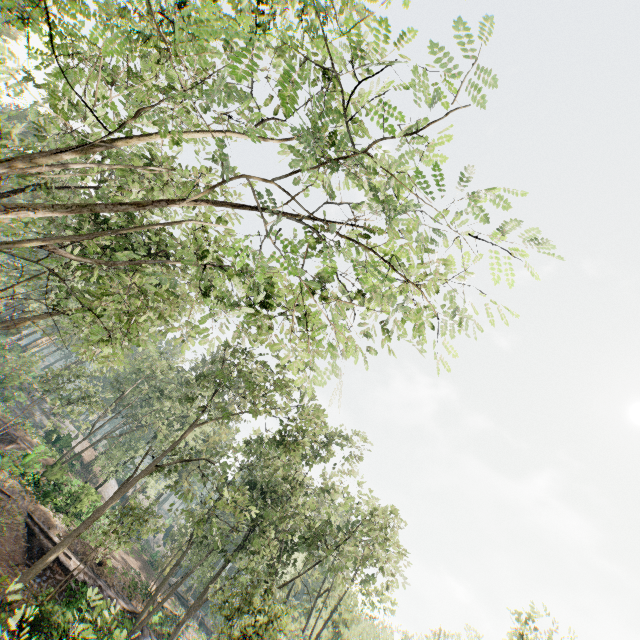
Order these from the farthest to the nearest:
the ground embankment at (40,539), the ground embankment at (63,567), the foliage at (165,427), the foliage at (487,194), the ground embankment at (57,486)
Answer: the ground embankment at (57,486), the ground embankment at (40,539), the ground embankment at (63,567), the foliage at (165,427), the foliage at (487,194)

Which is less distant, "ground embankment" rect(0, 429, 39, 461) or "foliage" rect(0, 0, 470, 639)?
"foliage" rect(0, 0, 470, 639)

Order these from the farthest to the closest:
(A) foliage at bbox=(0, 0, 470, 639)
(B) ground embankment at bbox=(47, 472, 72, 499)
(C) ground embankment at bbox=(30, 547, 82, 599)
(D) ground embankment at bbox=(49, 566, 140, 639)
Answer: (B) ground embankment at bbox=(47, 472, 72, 499), (C) ground embankment at bbox=(30, 547, 82, 599), (D) ground embankment at bbox=(49, 566, 140, 639), (A) foliage at bbox=(0, 0, 470, 639)

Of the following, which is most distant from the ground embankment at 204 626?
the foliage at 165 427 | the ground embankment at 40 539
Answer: the ground embankment at 40 539

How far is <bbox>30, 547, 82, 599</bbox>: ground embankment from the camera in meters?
20.1 m

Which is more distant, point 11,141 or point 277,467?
point 277,467

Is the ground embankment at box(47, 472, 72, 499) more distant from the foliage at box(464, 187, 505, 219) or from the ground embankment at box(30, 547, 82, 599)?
the ground embankment at box(30, 547, 82, 599)

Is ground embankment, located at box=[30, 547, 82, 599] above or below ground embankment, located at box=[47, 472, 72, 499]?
below
